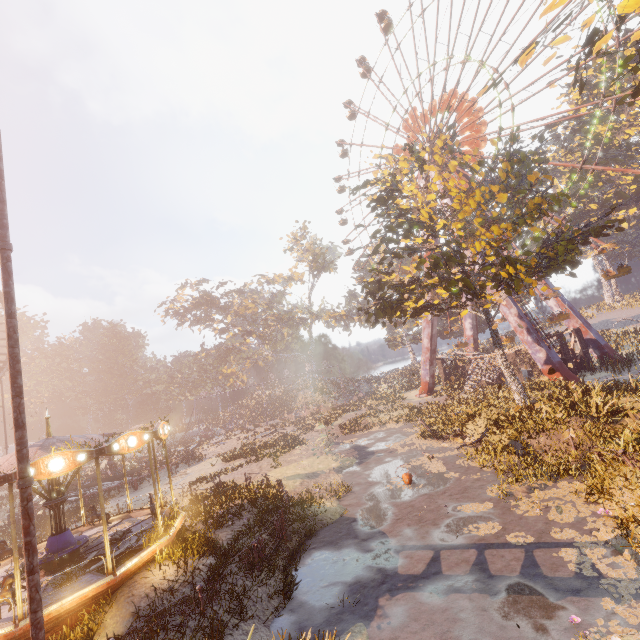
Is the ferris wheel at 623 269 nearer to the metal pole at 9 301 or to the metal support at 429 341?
the metal support at 429 341

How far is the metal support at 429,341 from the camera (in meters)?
36.88

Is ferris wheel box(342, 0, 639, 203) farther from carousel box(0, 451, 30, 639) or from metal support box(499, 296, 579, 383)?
carousel box(0, 451, 30, 639)

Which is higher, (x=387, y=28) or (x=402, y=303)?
(x=387, y=28)

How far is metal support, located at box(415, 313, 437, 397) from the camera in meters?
36.9

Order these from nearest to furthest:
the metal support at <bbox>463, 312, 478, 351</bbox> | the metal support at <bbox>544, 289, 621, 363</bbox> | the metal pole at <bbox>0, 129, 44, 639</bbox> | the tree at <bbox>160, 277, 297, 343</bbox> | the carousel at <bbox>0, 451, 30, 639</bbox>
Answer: the metal pole at <bbox>0, 129, 44, 639</bbox> < the carousel at <bbox>0, 451, 30, 639</bbox> < the metal support at <bbox>544, 289, 621, 363</bbox> < the metal support at <bbox>463, 312, 478, 351</bbox> < the tree at <bbox>160, 277, 297, 343</bbox>
